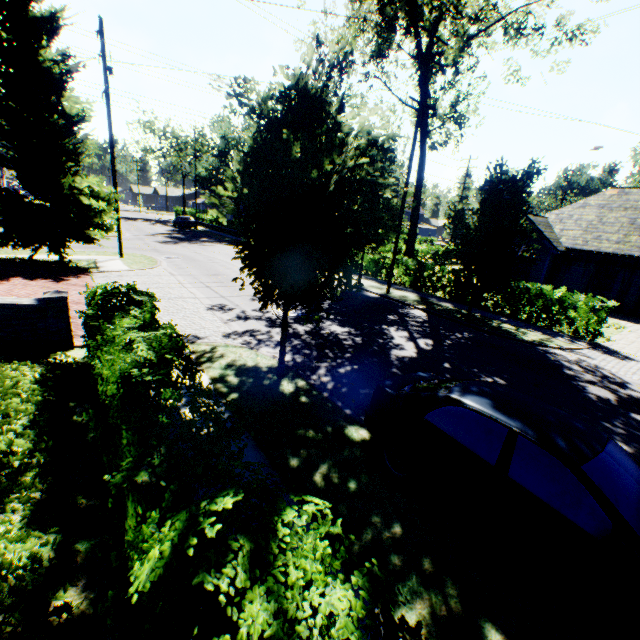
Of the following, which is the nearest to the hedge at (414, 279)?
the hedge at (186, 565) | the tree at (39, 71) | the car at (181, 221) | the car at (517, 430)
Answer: the tree at (39, 71)

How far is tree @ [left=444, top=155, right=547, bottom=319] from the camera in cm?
1170

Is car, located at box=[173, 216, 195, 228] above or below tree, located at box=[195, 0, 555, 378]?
below

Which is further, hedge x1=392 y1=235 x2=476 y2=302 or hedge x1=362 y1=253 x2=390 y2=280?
hedge x1=362 y1=253 x2=390 y2=280

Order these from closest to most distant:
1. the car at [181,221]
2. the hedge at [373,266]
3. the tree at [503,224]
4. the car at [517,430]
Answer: the car at [517,430] → the tree at [503,224] → the hedge at [373,266] → the car at [181,221]

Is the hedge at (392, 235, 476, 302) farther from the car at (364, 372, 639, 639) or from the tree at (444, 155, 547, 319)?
the car at (364, 372, 639, 639)

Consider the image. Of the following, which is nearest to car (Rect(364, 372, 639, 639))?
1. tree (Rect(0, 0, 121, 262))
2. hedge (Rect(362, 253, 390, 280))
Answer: tree (Rect(0, 0, 121, 262))

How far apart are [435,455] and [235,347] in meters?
6.1 m
